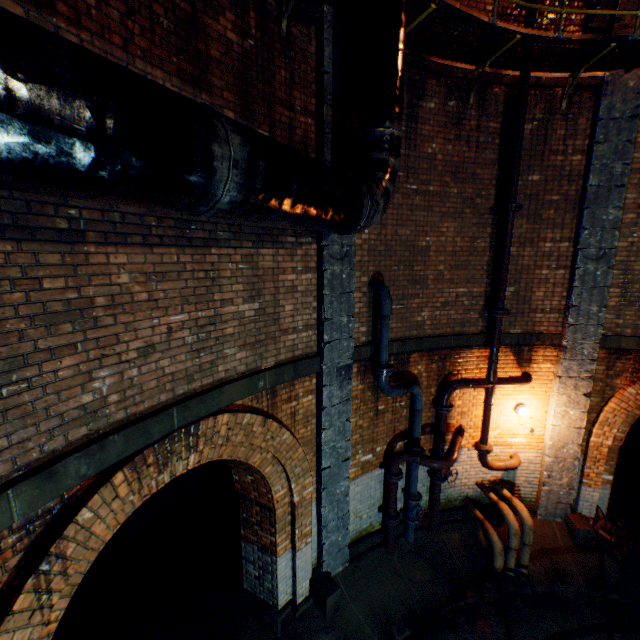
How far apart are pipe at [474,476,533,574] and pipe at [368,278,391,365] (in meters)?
4.19

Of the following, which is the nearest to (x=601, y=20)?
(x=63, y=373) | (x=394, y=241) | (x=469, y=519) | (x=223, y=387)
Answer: (x=394, y=241)

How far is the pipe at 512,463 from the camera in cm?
701

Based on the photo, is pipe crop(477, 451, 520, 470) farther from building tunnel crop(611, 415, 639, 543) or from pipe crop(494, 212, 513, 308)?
pipe crop(494, 212, 513, 308)

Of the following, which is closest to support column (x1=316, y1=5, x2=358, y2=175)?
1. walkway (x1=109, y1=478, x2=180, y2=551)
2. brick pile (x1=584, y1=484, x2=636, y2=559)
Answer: walkway (x1=109, y1=478, x2=180, y2=551)

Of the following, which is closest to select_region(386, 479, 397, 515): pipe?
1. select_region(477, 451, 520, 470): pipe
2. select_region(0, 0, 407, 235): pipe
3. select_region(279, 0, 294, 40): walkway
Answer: select_region(477, 451, 520, 470): pipe

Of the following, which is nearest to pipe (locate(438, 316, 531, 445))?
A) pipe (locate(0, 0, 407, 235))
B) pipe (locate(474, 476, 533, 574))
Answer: pipe (locate(474, 476, 533, 574))

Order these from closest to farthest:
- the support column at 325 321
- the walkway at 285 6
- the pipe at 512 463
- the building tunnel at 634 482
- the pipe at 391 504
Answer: the walkway at 285 6, the support column at 325 321, the pipe at 391 504, the pipe at 512 463, the building tunnel at 634 482
